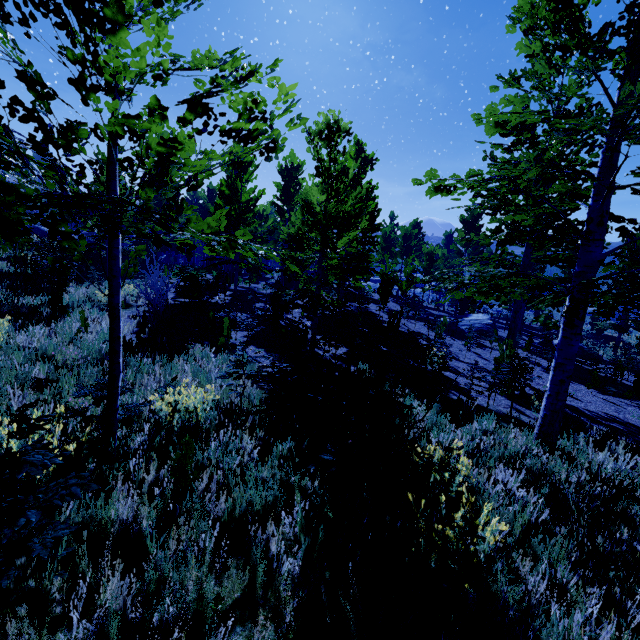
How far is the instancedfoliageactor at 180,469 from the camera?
3.1 meters

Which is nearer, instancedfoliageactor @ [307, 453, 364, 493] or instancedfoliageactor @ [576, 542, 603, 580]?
instancedfoliageactor @ [576, 542, 603, 580]

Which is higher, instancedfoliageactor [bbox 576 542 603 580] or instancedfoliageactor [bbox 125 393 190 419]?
instancedfoliageactor [bbox 125 393 190 419]

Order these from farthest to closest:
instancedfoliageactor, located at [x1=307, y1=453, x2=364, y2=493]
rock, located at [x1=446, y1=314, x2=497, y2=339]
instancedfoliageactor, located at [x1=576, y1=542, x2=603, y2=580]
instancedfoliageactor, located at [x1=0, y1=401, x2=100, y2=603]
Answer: rock, located at [x1=446, y1=314, x2=497, y2=339] < instancedfoliageactor, located at [x1=307, y1=453, x2=364, y2=493] < instancedfoliageactor, located at [x1=576, y1=542, x2=603, y2=580] < instancedfoliageactor, located at [x1=0, y1=401, x2=100, y2=603]

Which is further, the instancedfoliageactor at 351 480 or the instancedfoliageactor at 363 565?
the instancedfoliageactor at 351 480

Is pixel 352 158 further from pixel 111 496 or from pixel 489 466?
pixel 111 496

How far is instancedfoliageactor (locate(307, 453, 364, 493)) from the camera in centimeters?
356cm
